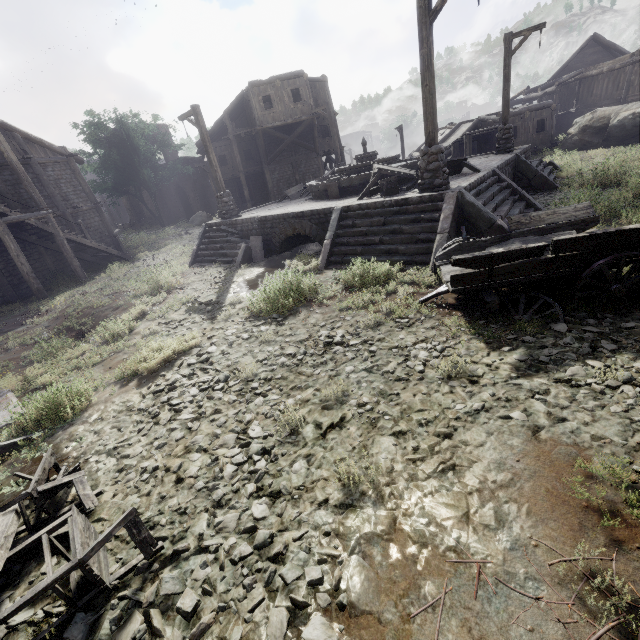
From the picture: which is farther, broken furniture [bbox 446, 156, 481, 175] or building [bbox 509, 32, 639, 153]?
building [bbox 509, 32, 639, 153]

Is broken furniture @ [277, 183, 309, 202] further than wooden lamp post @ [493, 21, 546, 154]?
Yes

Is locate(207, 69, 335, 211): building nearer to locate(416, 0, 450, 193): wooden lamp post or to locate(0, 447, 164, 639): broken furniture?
locate(0, 447, 164, 639): broken furniture

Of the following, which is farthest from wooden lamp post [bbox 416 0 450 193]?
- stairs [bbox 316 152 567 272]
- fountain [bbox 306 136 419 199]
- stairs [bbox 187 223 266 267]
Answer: stairs [bbox 187 223 266 267]

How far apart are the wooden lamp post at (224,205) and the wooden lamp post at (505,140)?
13.03m

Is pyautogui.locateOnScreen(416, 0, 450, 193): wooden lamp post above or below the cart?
above

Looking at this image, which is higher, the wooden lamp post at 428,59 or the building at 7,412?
the wooden lamp post at 428,59

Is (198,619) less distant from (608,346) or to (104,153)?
(608,346)
